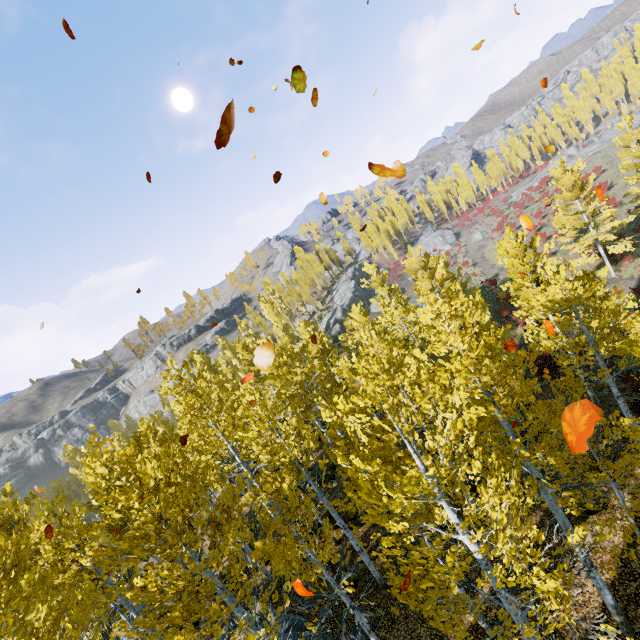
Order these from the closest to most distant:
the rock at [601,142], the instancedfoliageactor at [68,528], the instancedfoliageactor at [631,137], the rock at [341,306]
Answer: the instancedfoliageactor at [68,528] → the instancedfoliageactor at [631,137] → the rock at [341,306] → the rock at [601,142]

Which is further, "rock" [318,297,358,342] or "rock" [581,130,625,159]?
"rock" [581,130,625,159]

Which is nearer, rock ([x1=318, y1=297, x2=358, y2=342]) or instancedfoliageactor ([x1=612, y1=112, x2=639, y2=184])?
instancedfoliageactor ([x1=612, y1=112, x2=639, y2=184])

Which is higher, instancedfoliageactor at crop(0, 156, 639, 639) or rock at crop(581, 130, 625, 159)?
instancedfoliageactor at crop(0, 156, 639, 639)

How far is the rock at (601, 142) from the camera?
57.2m

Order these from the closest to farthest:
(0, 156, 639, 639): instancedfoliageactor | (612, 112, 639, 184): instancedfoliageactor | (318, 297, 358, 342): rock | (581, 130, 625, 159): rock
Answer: (0, 156, 639, 639): instancedfoliageactor → (612, 112, 639, 184): instancedfoliageactor → (318, 297, 358, 342): rock → (581, 130, 625, 159): rock

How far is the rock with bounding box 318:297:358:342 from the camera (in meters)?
51.66

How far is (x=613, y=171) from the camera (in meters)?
45.22
